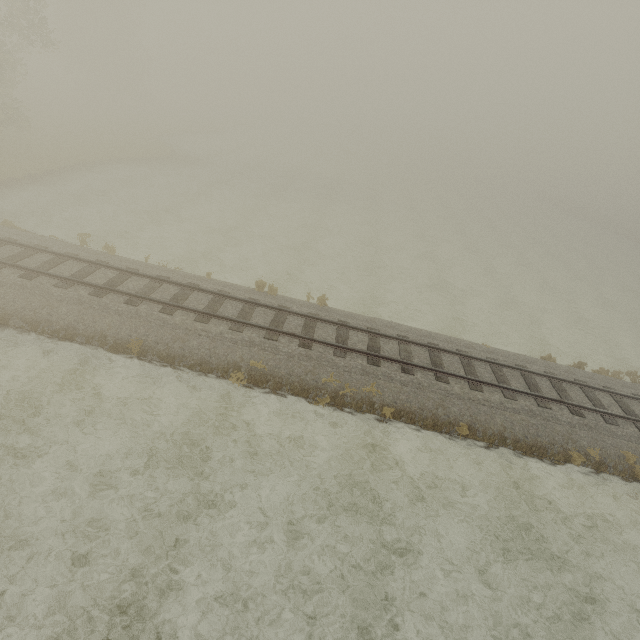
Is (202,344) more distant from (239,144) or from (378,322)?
(239,144)
